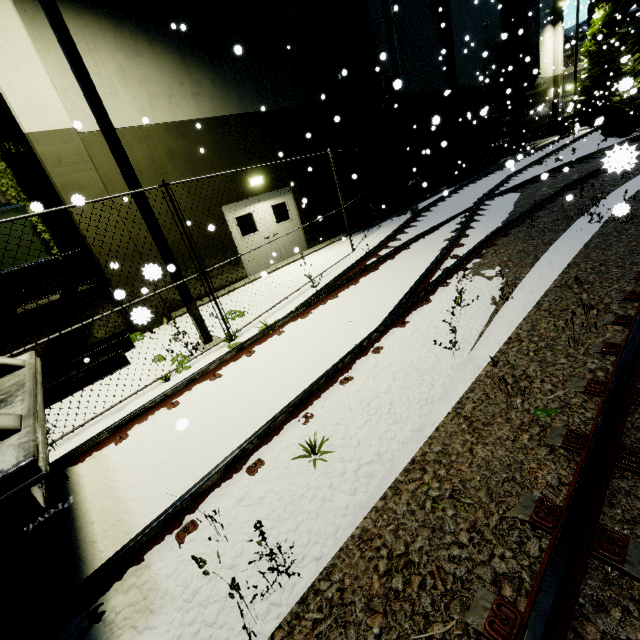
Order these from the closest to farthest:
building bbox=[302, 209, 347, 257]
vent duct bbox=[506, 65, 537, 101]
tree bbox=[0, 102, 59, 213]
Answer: tree bbox=[0, 102, 59, 213] → building bbox=[302, 209, 347, 257] → vent duct bbox=[506, 65, 537, 101]

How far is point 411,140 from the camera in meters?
16.6

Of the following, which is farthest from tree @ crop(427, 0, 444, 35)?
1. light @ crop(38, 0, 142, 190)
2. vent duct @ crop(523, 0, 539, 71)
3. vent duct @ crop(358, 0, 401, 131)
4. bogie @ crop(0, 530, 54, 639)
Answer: bogie @ crop(0, 530, 54, 639)

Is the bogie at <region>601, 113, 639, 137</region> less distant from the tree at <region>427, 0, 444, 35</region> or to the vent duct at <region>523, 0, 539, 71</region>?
the tree at <region>427, 0, 444, 35</region>

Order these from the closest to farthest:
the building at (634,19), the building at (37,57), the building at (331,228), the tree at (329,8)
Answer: the building at (37,57)
the tree at (329,8)
the building at (331,228)
the building at (634,19)

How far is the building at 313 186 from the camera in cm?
988

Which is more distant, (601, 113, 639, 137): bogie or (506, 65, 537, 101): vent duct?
(506, 65, 537, 101): vent duct

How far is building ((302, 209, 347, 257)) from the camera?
12.84m
